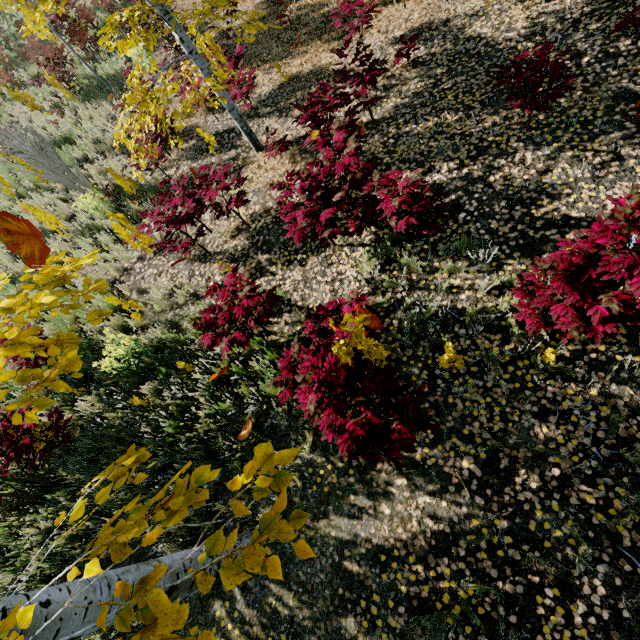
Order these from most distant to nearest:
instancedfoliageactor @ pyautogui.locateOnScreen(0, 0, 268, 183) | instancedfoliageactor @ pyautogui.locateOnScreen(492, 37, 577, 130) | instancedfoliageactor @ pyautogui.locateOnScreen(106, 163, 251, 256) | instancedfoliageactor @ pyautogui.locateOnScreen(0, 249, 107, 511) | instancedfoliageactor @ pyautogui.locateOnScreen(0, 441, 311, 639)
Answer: instancedfoliageactor @ pyautogui.locateOnScreen(106, 163, 251, 256)
instancedfoliageactor @ pyautogui.locateOnScreen(0, 0, 268, 183)
instancedfoliageactor @ pyautogui.locateOnScreen(492, 37, 577, 130)
instancedfoliageactor @ pyautogui.locateOnScreen(0, 249, 107, 511)
instancedfoliageactor @ pyautogui.locateOnScreen(0, 441, 311, 639)

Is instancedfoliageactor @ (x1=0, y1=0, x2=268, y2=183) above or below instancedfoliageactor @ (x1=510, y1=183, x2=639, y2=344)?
above

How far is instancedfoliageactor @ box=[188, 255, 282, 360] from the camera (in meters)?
3.77

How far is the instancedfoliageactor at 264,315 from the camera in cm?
377

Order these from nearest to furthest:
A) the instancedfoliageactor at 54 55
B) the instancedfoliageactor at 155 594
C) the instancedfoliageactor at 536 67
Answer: the instancedfoliageactor at 155 594, the instancedfoliageactor at 536 67, the instancedfoliageactor at 54 55

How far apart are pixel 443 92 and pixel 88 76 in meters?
13.3
